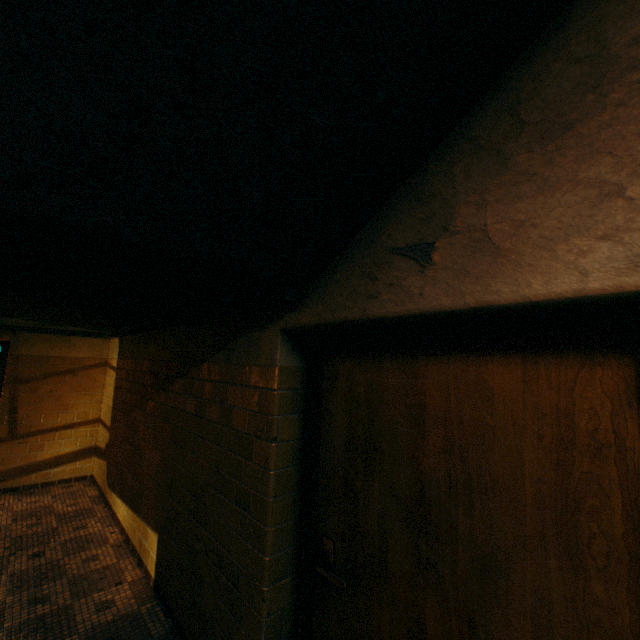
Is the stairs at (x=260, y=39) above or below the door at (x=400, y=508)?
above

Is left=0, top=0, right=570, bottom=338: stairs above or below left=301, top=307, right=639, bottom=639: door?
above

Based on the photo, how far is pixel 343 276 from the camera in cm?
156
